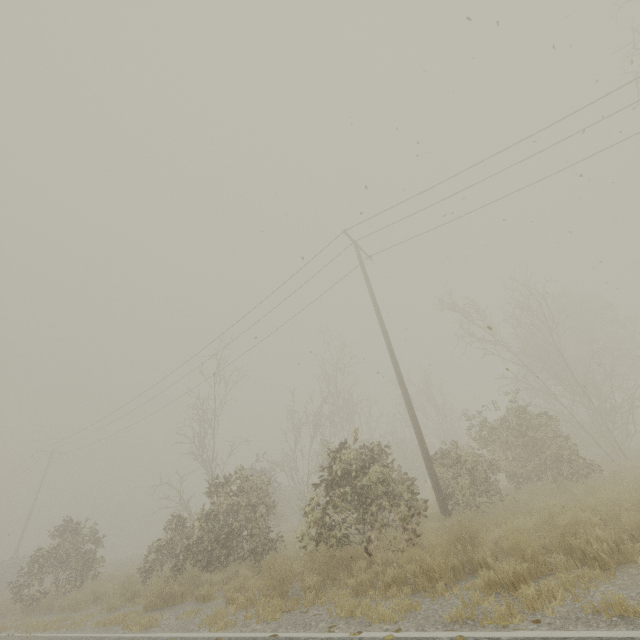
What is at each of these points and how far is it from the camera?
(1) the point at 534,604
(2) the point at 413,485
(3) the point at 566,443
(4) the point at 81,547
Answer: (1) tree, 3.8m
(2) tree, 11.0m
(3) tree, 11.3m
(4) tree, 15.6m

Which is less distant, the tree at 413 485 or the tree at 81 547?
the tree at 413 485

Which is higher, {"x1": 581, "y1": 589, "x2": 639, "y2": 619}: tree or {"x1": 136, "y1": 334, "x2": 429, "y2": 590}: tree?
{"x1": 136, "y1": 334, "x2": 429, "y2": 590}: tree

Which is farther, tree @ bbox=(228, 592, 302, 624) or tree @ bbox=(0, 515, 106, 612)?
tree @ bbox=(0, 515, 106, 612)

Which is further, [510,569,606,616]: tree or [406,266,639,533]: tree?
[406,266,639,533]: tree

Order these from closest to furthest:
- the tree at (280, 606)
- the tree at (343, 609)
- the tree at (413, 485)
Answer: the tree at (343, 609) → the tree at (280, 606) → the tree at (413, 485)

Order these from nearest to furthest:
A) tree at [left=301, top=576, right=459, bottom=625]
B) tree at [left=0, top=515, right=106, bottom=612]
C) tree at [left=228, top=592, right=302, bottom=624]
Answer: tree at [left=301, top=576, right=459, bottom=625] → tree at [left=228, top=592, right=302, bottom=624] → tree at [left=0, top=515, right=106, bottom=612]
